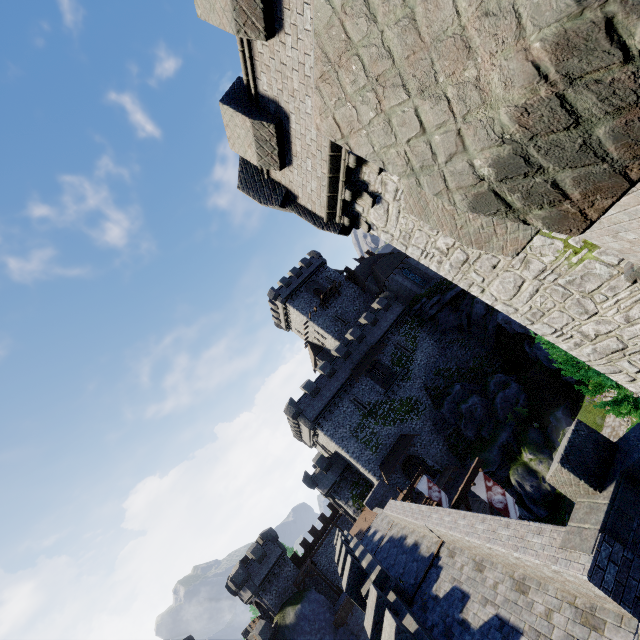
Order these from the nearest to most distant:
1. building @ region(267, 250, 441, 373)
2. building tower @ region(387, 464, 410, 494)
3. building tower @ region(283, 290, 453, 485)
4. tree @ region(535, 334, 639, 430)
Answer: tree @ region(535, 334, 639, 430) < building tower @ region(387, 464, 410, 494) < building tower @ region(283, 290, 453, 485) < building @ region(267, 250, 441, 373)

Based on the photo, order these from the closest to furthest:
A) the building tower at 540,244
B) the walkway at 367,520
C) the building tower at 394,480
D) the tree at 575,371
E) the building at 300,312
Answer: the building tower at 540,244, the tree at 575,371, the walkway at 367,520, the building tower at 394,480, the building at 300,312

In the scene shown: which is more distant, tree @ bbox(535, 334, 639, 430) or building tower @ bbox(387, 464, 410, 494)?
building tower @ bbox(387, 464, 410, 494)

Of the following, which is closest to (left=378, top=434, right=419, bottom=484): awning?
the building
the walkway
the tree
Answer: the walkway

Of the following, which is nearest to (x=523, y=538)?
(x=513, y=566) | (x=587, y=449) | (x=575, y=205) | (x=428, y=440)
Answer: (x=513, y=566)

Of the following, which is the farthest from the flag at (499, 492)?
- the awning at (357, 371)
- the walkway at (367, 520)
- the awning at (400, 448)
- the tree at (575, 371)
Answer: the awning at (357, 371)

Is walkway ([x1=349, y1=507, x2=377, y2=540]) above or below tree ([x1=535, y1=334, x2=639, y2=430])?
above

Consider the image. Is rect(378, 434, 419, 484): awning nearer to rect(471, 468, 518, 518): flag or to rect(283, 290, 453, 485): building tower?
rect(283, 290, 453, 485): building tower
